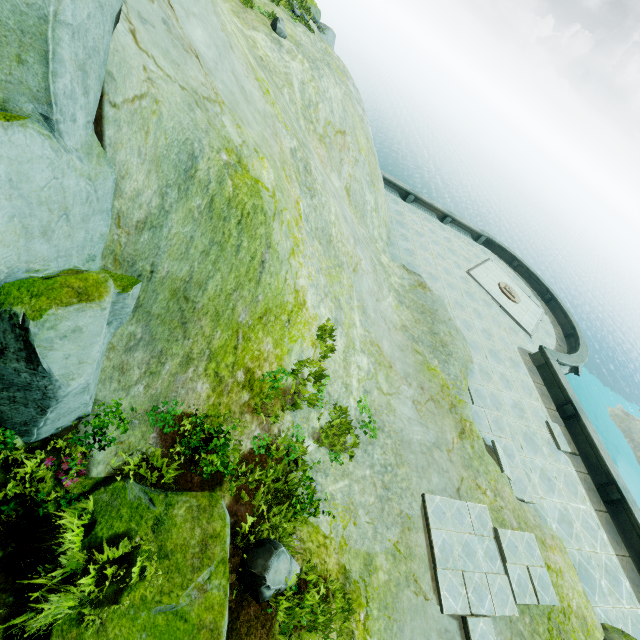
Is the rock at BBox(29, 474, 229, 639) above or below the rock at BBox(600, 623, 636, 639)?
above

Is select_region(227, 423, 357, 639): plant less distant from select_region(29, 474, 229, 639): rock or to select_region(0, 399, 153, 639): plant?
select_region(29, 474, 229, 639): rock

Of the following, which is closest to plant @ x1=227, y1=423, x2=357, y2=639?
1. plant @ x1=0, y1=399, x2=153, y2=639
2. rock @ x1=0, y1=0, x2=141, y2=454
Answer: rock @ x1=0, y1=0, x2=141, y2=454

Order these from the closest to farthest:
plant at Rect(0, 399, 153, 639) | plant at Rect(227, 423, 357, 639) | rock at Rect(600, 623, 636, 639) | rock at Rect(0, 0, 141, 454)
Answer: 1. rock at Rect(0, 0, 141, 454)
2. plant at Rect(0, 399, 153, 639)
3. plant at Rect(227, 423, 357, 639)
4. rock at Rect(600, 623, 636, 639)

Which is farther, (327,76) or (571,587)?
(327,76)

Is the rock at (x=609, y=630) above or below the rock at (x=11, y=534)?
below

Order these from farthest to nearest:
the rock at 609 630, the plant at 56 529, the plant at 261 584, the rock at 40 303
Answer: the rock at 609 630
the plant at 261 584
the plant at 56 529
the rock at 40 303
